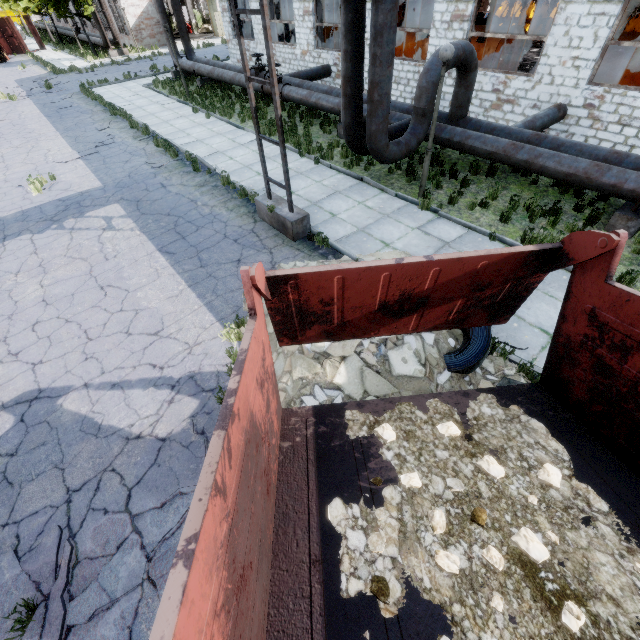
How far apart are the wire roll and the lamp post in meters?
4.9

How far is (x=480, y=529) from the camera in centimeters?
231cm

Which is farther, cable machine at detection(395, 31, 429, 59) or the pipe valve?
the pipe valve

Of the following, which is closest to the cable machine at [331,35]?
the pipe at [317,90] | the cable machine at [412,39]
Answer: the cable machine at [412,39]

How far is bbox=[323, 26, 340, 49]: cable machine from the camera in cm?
1964

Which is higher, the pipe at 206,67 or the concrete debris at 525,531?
the concrete debris at 525,531

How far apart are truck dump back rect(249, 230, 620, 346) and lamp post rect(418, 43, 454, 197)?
6.1 meters

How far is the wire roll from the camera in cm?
491
